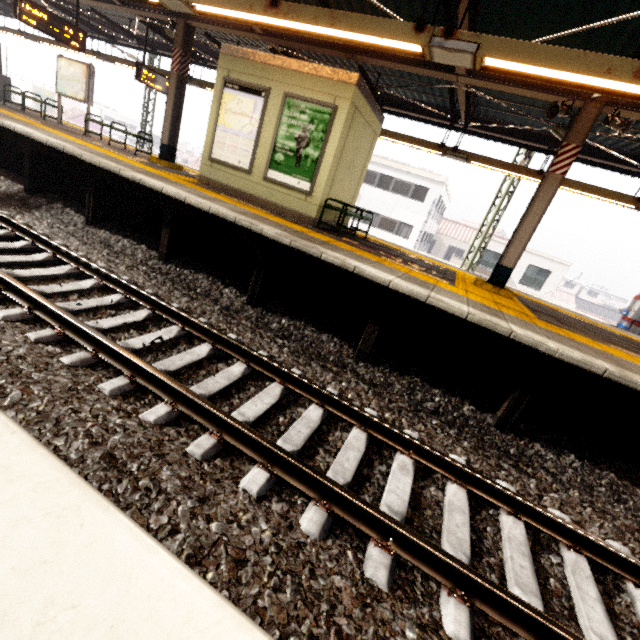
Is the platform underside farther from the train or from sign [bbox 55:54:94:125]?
sign [bbox 55:54:94:125]

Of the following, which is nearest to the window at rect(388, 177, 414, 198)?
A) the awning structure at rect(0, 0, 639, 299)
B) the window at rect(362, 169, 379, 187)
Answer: the window at rect(362, 169, 379, 187)

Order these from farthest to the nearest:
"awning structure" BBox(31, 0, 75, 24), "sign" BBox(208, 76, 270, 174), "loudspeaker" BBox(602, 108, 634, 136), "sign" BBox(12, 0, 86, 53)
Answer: "awning structure" BBox(31, 0, 75, 24)
"sign" BBox(12, 0, 86, 53)
"sign" BBox(208, 76, 270, 174)
"loudspeaker" BBox(602, 108, 634, 136)

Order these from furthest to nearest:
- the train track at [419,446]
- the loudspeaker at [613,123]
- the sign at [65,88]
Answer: the sign at [65,88] < the loudspeaker at [613,123] < the train track at [419,446]

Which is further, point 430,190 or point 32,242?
point 430,190

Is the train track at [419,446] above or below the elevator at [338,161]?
below

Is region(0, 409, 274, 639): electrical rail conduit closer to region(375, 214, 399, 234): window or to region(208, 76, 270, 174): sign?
region(208, 76, 270, 174): sign

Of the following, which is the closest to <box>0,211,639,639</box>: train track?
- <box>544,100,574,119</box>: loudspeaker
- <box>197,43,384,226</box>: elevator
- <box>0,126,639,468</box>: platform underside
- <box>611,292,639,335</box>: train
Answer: <box>0,126,639,468</box>: platform underside
